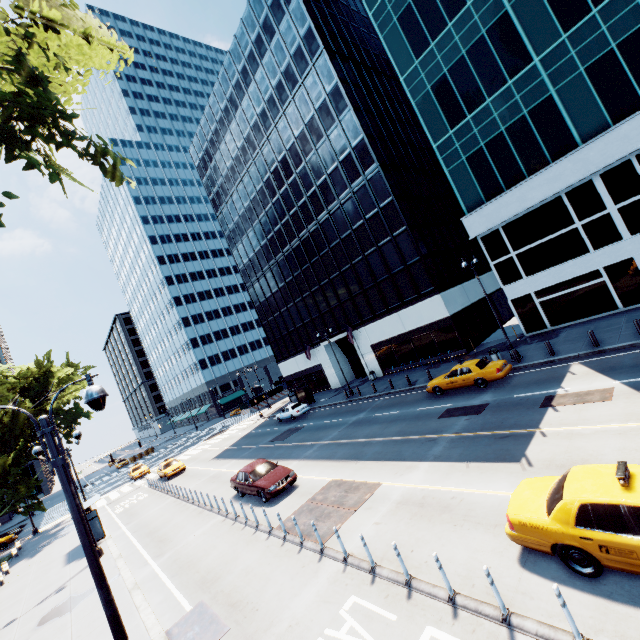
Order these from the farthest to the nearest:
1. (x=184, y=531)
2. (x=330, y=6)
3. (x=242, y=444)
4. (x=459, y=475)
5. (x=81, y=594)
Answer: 1. (x=330, y=6)
2. (x=242, y=444)
3. (x=184, y=531)
4. (x=81, y=594)
5. (x=459, y=475)

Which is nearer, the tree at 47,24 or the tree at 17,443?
the tree at 47,24

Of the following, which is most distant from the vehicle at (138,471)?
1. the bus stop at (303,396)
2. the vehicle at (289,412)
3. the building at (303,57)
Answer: the building at (303,57)

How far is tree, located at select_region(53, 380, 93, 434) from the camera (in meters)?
32.56

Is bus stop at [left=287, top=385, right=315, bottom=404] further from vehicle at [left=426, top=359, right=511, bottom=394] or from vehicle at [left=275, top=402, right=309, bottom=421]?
vehicle at [left=426, top=359, right=511, bottom=394]

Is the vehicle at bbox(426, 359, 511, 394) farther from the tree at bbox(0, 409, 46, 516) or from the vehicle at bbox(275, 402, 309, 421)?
the tree at bbox(0, 409, 46, 516)

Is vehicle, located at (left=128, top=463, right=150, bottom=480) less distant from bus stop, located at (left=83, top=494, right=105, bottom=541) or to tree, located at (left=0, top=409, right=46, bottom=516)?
tree, located at (left=0, top=409, right=46, bottom=516)

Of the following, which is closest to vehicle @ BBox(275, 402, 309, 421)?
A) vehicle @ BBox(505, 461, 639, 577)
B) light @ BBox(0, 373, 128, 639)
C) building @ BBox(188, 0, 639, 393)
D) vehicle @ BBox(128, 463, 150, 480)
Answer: building @ BBox(188, 0, 639, 393)
